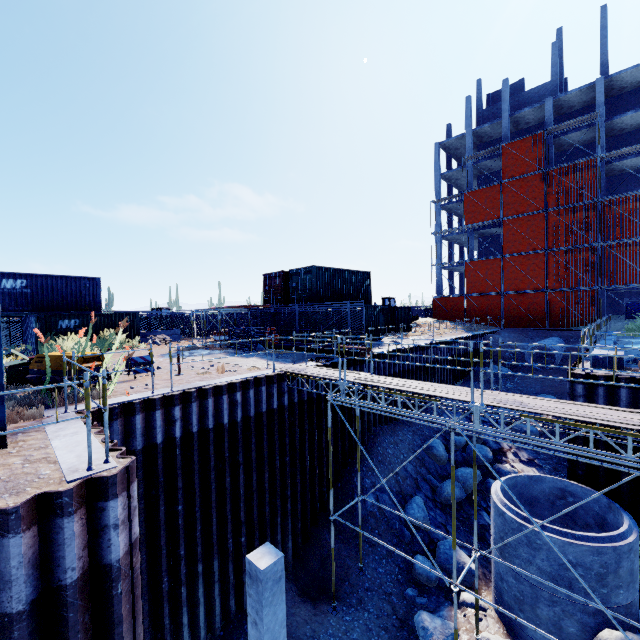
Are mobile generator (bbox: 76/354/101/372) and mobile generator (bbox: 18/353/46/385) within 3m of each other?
yes

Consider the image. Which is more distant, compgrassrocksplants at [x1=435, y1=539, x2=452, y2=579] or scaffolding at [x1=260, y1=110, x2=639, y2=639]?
compgrassrocksplants at [x1=435, y1=539, x2=452, y2=579]

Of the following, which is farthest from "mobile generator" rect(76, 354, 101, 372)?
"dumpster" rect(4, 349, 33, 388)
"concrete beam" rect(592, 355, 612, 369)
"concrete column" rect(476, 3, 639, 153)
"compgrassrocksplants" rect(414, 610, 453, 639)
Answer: "concrete column" rect(476, 3, 639, 153)

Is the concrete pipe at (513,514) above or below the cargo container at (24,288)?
below

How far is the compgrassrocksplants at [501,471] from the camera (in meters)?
16.01

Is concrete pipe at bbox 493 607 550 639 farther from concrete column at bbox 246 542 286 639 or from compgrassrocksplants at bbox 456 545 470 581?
concrete column at bbox 246 542 286 639

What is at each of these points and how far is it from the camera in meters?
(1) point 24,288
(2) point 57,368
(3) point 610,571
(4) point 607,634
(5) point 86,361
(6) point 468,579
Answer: (1) cargo container, 20.1 m
(2) mobile generator, 8.9 m
(3) concrete pipe, 7.8 m
(4) compgrassrocksplants, 7.7 m
(5) mobile generator, 9.1 m
(6) compgrassrocksplants, 10.8 m

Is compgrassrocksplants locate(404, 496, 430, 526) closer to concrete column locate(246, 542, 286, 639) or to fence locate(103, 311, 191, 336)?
concrete column locate(246, 542, 286, 639)
